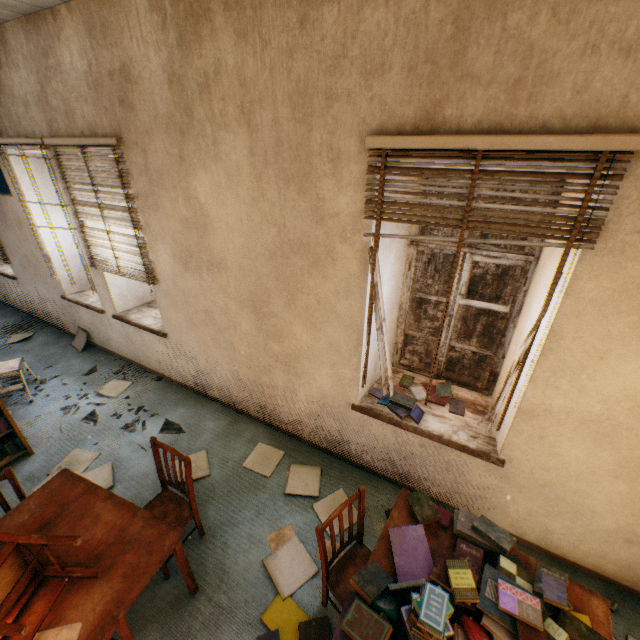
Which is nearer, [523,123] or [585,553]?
[523,123]

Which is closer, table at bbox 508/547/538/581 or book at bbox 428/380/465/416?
table at bbox 508/547/538/581

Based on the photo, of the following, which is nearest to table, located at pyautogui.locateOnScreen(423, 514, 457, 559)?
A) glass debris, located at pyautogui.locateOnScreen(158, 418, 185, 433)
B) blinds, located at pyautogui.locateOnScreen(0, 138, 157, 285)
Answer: glass debris, located at pyautogui.locateOnScreen(158, 418, 185, 433)

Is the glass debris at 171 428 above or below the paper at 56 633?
below

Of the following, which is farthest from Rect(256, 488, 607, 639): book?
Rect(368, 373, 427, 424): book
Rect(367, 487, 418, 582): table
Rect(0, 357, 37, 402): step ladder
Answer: Rect(0, 357, 37, 402): step ladder

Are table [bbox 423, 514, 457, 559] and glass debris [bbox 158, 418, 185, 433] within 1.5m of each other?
no

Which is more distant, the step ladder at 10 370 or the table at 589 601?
the step ladder at 10 370

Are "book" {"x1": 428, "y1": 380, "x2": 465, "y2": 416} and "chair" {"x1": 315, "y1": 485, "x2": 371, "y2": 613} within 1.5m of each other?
yes
